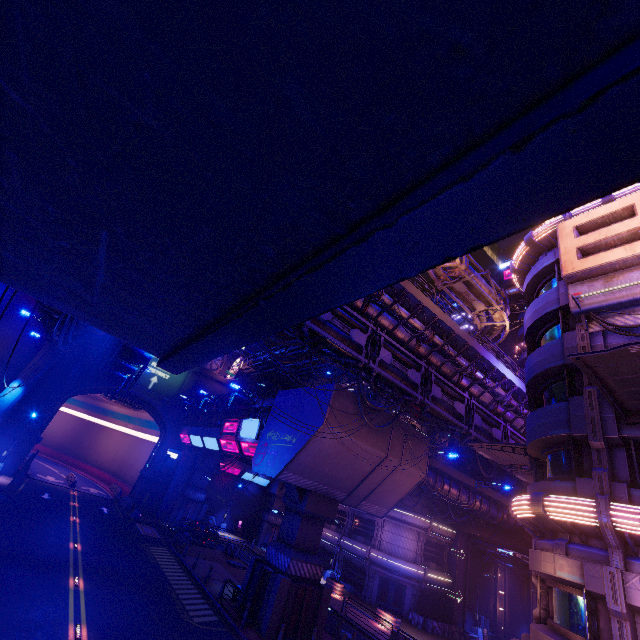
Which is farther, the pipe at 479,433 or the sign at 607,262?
the pipe at 479,433

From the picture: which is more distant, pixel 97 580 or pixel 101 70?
pixel 97 580

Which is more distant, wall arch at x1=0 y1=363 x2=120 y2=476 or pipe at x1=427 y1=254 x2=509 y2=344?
wall arch at x1=0 y1=363 x2=120 y2=476

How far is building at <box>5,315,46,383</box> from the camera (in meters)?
34.88

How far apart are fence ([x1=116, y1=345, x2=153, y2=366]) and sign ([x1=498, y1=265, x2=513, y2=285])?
49.76m

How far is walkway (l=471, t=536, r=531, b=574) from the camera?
34.4m

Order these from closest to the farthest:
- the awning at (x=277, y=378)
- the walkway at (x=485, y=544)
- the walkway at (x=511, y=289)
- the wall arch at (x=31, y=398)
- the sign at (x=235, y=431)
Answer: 1. the sign at (x=235, y=431)
2. the wall arch at (x=31, y=398)
3. the walkway at (x=485, y=544)
4. the walkway at (x=511, y=289)
5. the awning at (x=277, y=378)

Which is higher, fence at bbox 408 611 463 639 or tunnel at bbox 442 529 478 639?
tunnel at bbox 442 529 478 639
